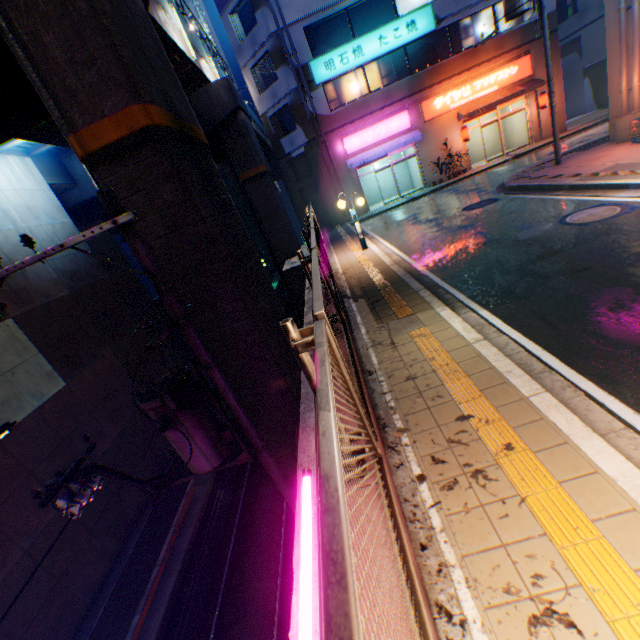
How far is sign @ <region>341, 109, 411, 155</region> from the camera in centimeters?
2103cm

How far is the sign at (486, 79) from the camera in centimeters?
2019cm

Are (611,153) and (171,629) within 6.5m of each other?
no

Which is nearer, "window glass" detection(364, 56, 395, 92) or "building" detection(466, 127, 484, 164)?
"window glass" detection(364, 56, 395, 92)

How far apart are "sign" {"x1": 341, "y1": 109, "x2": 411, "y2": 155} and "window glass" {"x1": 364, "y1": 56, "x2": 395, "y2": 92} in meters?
1.6 m

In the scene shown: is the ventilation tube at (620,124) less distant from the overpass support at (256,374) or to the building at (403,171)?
the building at (403,171)

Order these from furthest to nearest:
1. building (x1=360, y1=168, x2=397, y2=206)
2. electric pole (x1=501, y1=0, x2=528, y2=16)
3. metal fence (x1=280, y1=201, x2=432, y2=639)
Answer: building (x1=360, y1=168, x2=397, y2=206) < electric pole (x1=501, y1=0, x2=528, y2=16) < metal fence (x1=280, y1=201, x2=432, y2=639)

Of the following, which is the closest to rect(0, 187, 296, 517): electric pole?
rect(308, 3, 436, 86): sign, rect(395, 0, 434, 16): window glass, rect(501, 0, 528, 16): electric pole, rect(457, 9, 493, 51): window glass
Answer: rect(501, 0, 528, 16): electric pole
